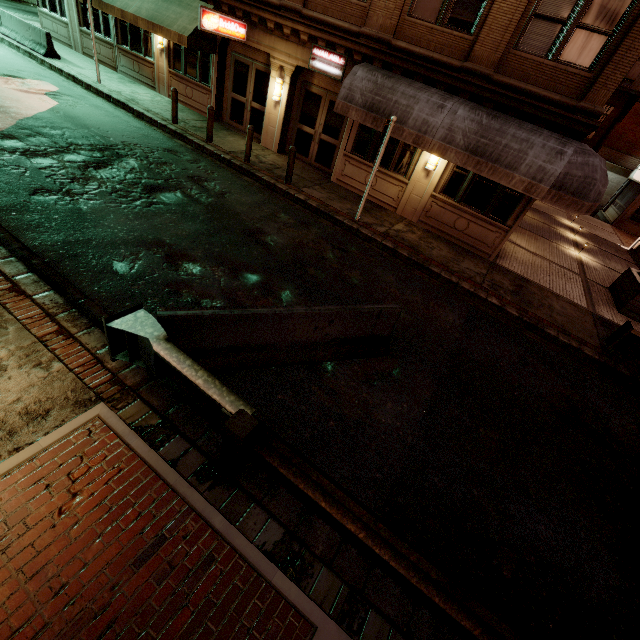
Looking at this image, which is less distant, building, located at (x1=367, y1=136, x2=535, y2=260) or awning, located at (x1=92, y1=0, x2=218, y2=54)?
building, located at (x1=367, y1=136, x2=535, y2=260)

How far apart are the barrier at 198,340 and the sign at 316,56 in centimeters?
997cm

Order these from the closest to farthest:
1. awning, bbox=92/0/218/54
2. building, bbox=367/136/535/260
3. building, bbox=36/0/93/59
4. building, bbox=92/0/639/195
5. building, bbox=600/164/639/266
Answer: building, bbox=92/0/639/195 < building, bbox=367/136/535/260 < awning, bbox=92/0/218/54 < building, bbox=36/0/93/59 < building, bbox=600/164/639/266

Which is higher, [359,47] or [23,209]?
[359,47]

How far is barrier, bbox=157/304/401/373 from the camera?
4.45m

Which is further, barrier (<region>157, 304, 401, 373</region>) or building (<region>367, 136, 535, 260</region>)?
building (<region>367, 136, 535, 260</region>)

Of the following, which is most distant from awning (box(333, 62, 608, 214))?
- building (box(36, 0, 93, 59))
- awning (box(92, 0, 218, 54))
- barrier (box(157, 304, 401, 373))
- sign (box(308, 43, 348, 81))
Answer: awning (box(92, 0, 218, 54))

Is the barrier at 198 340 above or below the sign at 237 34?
below
